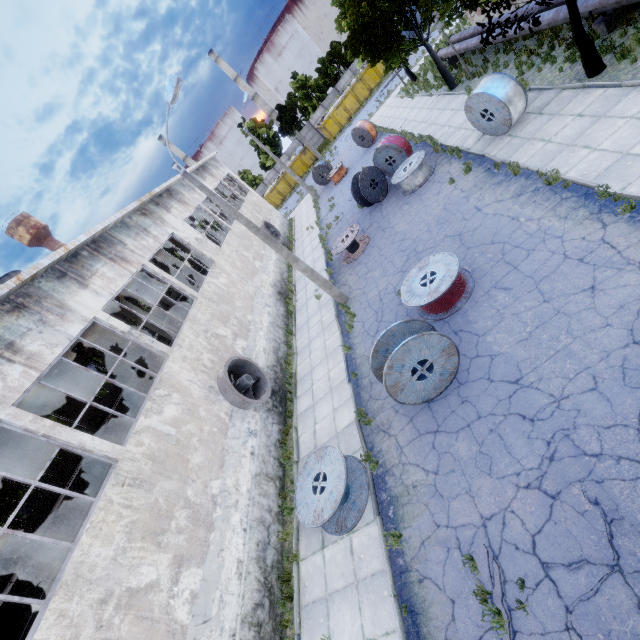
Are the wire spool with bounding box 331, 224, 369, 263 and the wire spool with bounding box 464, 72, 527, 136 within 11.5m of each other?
yes

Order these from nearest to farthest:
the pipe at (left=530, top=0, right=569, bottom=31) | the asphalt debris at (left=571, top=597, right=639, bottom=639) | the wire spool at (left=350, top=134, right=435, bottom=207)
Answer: the asphalt debris at (left=571, top=597, right=639, bottom=639)
the pipe at (left=530, top=0, right=569, bottom=31)
the wire spool at (left=350, top=134, right=435, bottom=207)

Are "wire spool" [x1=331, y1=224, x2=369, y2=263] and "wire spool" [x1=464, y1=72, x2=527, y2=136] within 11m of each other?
yes

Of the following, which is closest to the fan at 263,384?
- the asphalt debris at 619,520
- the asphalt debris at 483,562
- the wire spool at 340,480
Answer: the wire spool at 340,480

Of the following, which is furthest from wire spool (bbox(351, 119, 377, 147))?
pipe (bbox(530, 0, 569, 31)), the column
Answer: the column

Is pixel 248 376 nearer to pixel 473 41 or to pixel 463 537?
pixel 463 537

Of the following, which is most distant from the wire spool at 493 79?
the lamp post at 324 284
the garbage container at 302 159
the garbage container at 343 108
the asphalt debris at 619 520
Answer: the garbage container at 302 159

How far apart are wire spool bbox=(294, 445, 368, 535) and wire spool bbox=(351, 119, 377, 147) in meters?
25.8 m
